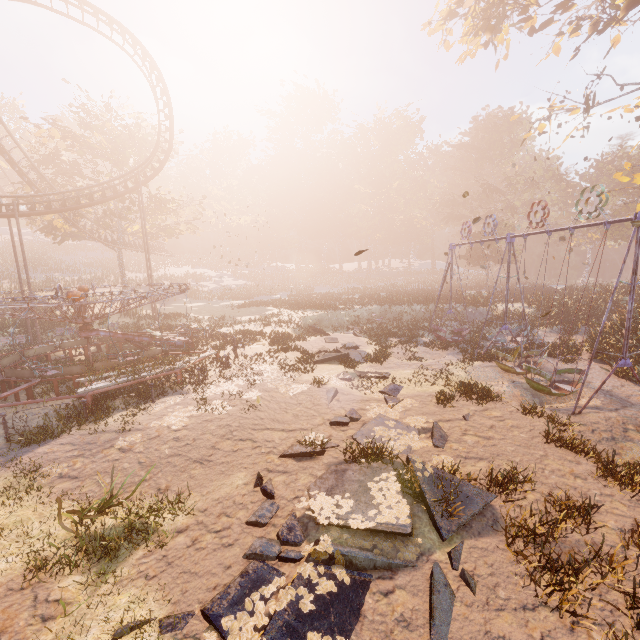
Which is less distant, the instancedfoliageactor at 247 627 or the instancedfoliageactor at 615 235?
the instancedfoliageactor at 247 627

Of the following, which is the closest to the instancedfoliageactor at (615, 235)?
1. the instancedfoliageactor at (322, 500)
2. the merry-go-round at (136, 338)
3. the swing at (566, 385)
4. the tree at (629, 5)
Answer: the tree at (629, 5)

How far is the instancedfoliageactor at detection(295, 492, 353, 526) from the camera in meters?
6.2 m

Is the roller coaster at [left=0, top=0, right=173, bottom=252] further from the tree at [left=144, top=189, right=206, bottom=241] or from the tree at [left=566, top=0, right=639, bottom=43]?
the tree at [left=566, top=0, right=639, bottom=43]

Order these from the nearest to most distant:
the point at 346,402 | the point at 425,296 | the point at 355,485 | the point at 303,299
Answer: the point at 355,485 → the point at 346,402 → the point at 425,296 → the point at 303,299

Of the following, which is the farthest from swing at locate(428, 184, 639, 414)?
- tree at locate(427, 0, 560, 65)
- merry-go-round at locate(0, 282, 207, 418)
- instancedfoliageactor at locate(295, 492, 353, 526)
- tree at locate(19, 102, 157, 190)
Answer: tree at locate(19, 102, 157, 190)

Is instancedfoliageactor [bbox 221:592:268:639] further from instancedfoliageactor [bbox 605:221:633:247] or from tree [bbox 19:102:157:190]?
instancedfoliageactor [bbox 605:221:633:247]

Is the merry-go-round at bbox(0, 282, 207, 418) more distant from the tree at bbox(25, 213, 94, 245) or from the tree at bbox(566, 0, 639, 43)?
the tree at bbox(566, 0, 639, 43)
